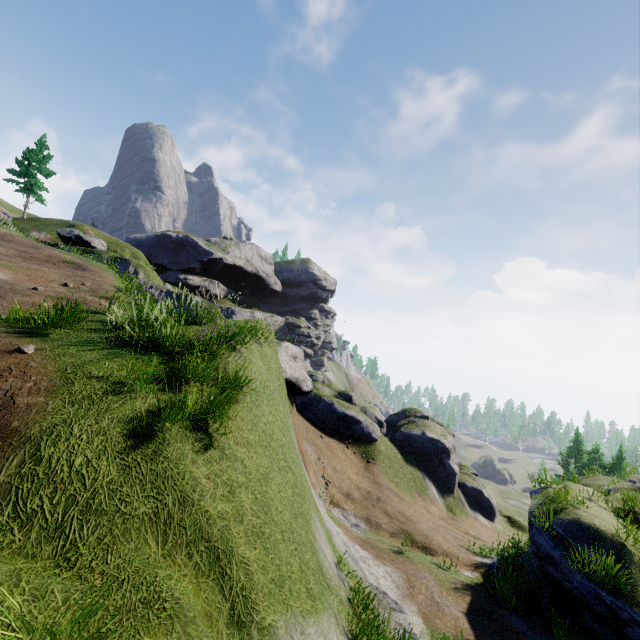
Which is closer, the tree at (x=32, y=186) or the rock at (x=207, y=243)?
the tree at (x=32, y=186)

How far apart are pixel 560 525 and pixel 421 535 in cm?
728

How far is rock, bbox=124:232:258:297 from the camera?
49.3m

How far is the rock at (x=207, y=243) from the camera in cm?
4934

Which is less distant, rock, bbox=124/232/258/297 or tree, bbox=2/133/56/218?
tree, bbox=2/133/56/218
